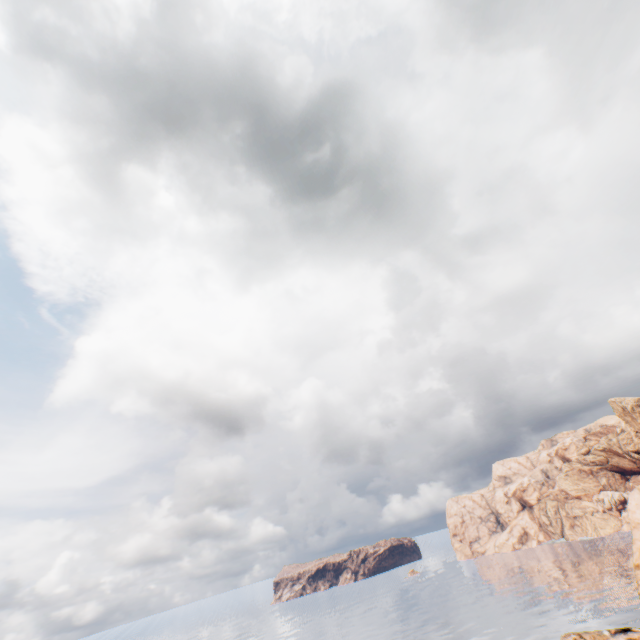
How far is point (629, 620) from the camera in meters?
59.7
